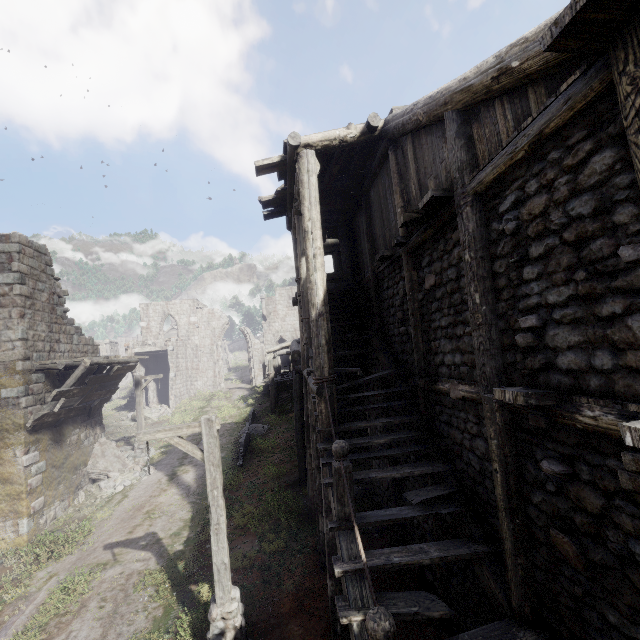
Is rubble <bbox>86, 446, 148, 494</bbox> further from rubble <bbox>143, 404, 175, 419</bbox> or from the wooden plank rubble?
rubble <bbox>143, 404, 175, 419</bbox>

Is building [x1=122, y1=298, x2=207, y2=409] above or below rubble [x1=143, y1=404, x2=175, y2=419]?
above

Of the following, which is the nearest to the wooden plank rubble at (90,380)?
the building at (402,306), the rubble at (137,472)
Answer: the building at (402,306)

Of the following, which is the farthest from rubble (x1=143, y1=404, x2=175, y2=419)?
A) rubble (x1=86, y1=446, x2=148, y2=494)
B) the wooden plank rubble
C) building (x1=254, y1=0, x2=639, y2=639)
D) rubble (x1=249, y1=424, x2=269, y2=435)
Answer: the wooden plank rubble

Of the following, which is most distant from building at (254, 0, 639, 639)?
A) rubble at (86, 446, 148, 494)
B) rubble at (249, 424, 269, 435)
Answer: rubble at (249, 424, 269, 435)

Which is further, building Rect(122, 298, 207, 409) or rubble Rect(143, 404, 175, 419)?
building Rect(122, 298, 207, 409)

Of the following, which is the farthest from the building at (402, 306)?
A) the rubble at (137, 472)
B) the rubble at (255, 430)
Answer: the rubble at (255, 430)

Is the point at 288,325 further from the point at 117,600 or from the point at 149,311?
the point at 117,600
